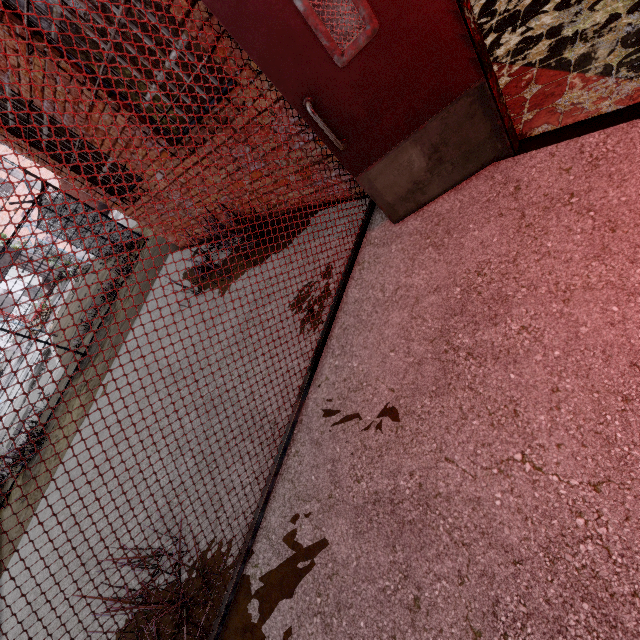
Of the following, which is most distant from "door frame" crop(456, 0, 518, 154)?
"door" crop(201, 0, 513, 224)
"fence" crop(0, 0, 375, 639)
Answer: "fence" crop(0, 0, 375, 639)

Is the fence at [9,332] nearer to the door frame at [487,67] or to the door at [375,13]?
the door at [375,13]

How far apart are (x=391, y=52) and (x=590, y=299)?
1.7 meters

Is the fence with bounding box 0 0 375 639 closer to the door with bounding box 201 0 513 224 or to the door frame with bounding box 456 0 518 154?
the door with bounding box 201 0 513 224
